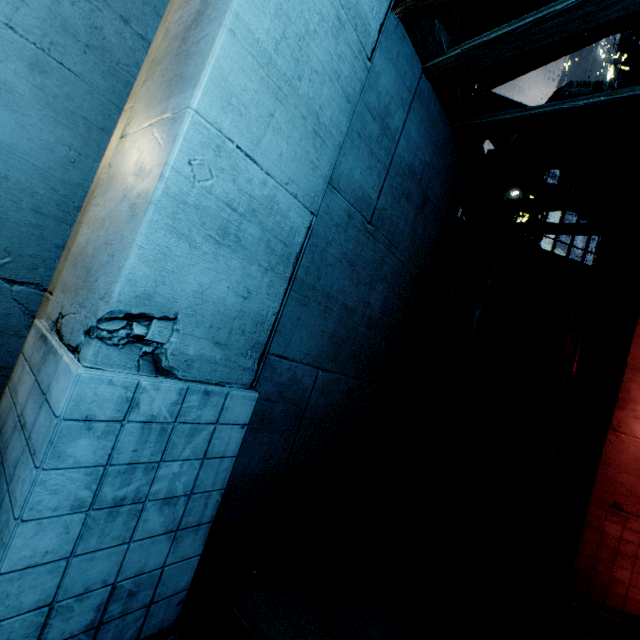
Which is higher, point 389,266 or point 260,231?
point 389,266
